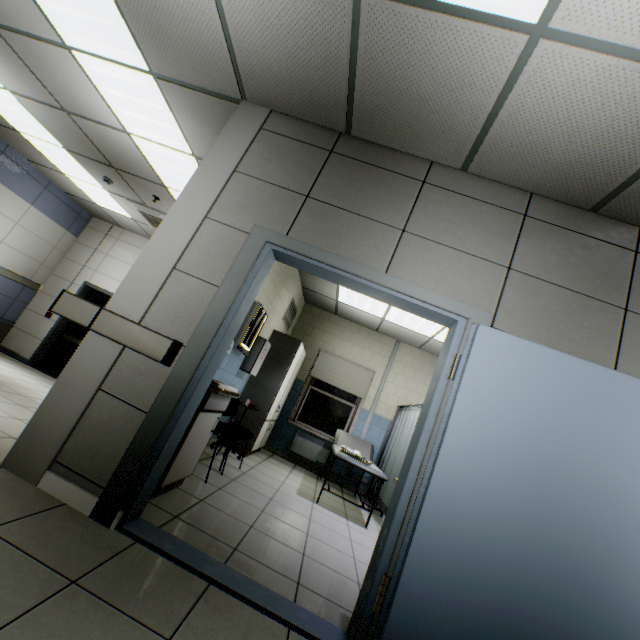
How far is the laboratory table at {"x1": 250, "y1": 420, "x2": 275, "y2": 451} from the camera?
5.3m

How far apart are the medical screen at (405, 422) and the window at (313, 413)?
0.9 meters

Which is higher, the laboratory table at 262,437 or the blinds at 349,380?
the blinds at 349,380

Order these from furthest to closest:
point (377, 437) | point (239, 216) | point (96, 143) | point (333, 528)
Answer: point (377, 437)
point (96, 143)
point (333, 528)
point (239, 216)

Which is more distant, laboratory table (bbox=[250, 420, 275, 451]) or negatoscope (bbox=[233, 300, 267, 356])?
laboratory table (bbox=[250, 420, 275, 451])

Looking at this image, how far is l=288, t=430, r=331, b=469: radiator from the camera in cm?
650

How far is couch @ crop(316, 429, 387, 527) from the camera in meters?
4.4

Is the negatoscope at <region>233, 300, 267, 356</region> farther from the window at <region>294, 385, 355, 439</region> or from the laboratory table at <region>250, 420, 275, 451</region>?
the window at <region>294, 385, 355, 439</region>
